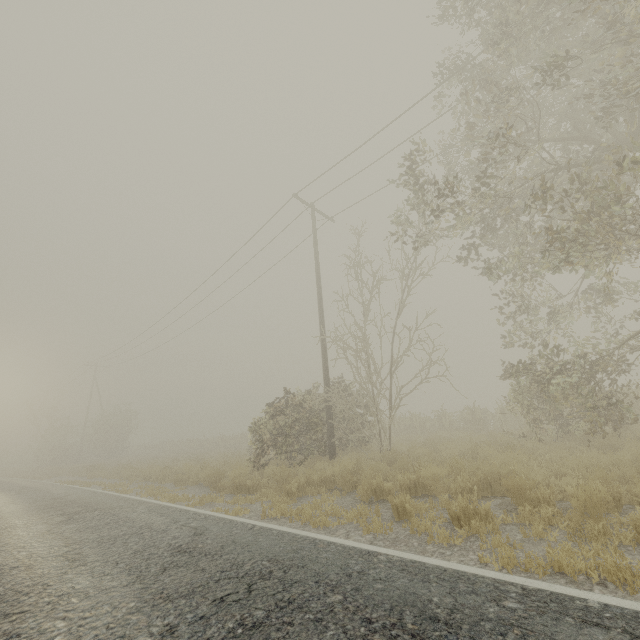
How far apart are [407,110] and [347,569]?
12.50m
